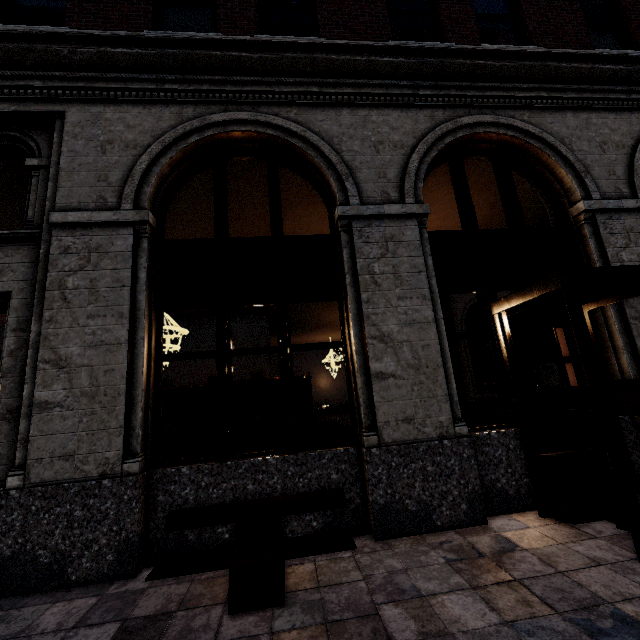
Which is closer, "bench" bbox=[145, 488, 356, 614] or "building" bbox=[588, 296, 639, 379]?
"bench" bbox=[145, 488, 356, 614]

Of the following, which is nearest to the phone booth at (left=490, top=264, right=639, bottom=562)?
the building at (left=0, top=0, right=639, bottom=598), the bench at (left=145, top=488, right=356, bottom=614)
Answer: the building at (left=0, top=0, right=639, bottom=598)

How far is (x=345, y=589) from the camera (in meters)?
2.84

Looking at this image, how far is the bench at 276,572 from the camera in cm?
271

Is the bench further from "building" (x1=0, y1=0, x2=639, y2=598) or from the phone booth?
the phone booth

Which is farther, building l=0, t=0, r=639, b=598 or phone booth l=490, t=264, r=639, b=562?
building l=0, t=0, r=639, b=598

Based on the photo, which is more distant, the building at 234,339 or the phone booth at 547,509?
the building at 234,339
